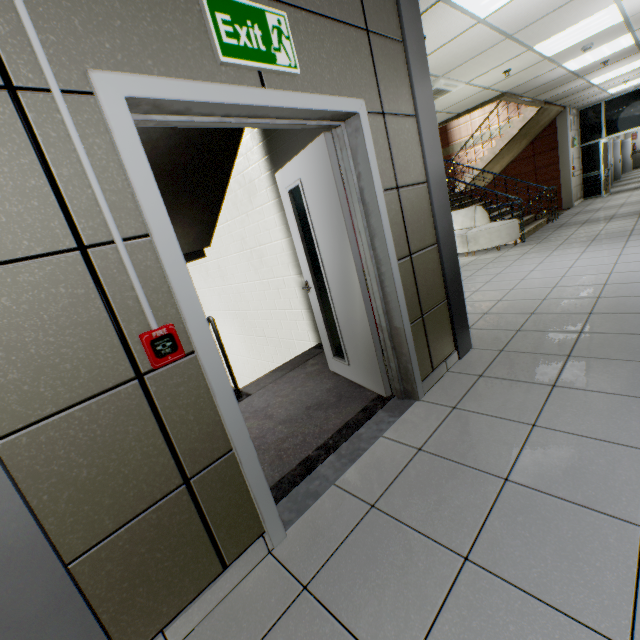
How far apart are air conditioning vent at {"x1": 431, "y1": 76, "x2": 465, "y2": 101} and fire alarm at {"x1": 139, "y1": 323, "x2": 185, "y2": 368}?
6.0 meters

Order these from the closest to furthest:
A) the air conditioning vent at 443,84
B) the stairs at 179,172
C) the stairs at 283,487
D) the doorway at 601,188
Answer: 1. the stairs at 283,487
2. the stairs at 179,172
3. the air conditioning vent at 443,84
4. the doorway at 601,188

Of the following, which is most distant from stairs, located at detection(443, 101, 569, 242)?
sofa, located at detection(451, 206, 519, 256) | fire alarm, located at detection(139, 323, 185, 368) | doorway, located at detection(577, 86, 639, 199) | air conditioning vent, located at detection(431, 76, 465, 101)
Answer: → fire alarm, located at detection(139, 323, 185, 368)

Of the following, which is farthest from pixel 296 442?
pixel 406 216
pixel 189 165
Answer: pixel 189 165

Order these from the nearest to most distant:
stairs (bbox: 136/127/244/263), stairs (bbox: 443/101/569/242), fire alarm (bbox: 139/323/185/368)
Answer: fire alarm (bbox: 139/323/185/368) < stairs (bbox: 136/127/244/263) < stairs (bbox: 443/101/569/242)

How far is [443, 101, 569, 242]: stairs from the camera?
8.1m

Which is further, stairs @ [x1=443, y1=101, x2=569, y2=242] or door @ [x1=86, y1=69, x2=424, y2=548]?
stairs @ [x1=443, y1=101, x2=569, y2=242]

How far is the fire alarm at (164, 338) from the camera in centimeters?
122cm
